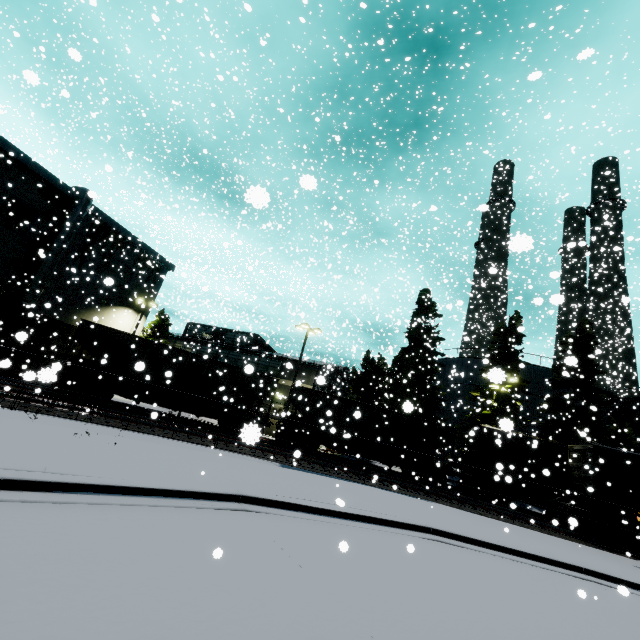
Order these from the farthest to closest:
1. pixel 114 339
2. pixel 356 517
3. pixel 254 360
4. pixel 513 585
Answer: pixel 254 360 < pixel 114 339 < pixel 356 517 < pixel 513 585

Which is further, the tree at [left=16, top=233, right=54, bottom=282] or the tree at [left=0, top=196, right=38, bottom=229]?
the tree at [left=16, top=233, right=54, bottom=282]

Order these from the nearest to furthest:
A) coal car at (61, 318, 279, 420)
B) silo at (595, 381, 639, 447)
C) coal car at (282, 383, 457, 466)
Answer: coal car at (61, 318, 279, 420) → coal car at (282, 383, 457, 466) → silo at (595, 381, 639, 447)

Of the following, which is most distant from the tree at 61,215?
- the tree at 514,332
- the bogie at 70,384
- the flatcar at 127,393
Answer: the tree at 514,332

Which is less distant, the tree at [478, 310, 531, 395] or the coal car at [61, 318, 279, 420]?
the coal car at [61, 318, 279, 420]

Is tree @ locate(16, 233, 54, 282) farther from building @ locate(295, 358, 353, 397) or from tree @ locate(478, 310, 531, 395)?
tree @ locate(478, 310, 531, 395)

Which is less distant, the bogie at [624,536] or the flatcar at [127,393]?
the bogie at [624,536]

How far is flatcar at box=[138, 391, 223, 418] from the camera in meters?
19.0
